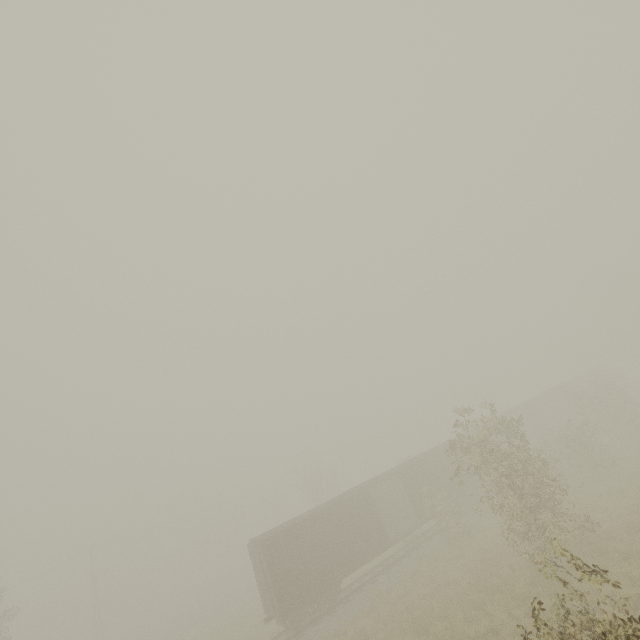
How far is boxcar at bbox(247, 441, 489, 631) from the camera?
17.5m

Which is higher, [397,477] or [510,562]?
[397,477]

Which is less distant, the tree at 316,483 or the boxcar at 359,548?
the boxcar at 359,548

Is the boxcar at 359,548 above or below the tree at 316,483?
below

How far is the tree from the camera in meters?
37.0 m

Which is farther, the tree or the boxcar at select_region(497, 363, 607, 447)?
the tree

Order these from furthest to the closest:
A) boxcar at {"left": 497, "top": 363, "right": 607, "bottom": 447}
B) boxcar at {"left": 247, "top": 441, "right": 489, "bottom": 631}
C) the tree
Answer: the tree, boxcar at {"left": 497, "top": 363, "right": 607, "bottom": 447}, boxcar at {"left": 247, "top": 441, "right": 489, "bottom": 631}
